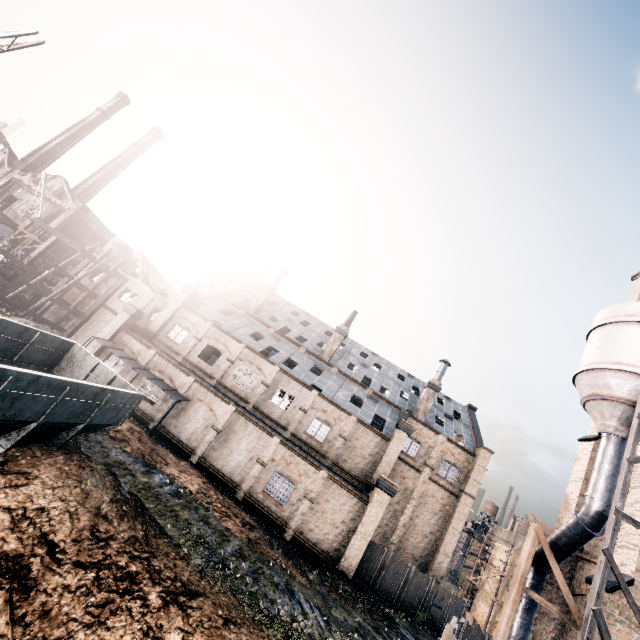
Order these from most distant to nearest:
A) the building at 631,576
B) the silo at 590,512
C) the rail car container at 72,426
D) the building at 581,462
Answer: the building at 581,462, the building at 631,576, the silo at 590,512, the rail car container at 72,426

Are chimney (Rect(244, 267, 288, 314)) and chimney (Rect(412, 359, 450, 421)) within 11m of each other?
no

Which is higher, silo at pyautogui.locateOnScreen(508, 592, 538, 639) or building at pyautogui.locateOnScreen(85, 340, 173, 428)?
silo at pyautogui.locateOnScreen(508, 592, 538, 639)

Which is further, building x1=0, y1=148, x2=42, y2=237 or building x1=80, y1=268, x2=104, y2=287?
building x1=0, y1=148, x2=42, y2=237

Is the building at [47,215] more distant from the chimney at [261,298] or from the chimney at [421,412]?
the chimney at [421,412]

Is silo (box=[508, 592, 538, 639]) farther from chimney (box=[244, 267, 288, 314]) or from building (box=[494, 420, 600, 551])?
chimney (box=[244, 267, 288, 314])

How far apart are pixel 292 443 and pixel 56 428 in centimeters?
1925cm

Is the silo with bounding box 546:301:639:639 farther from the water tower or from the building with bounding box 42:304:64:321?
the water tower
